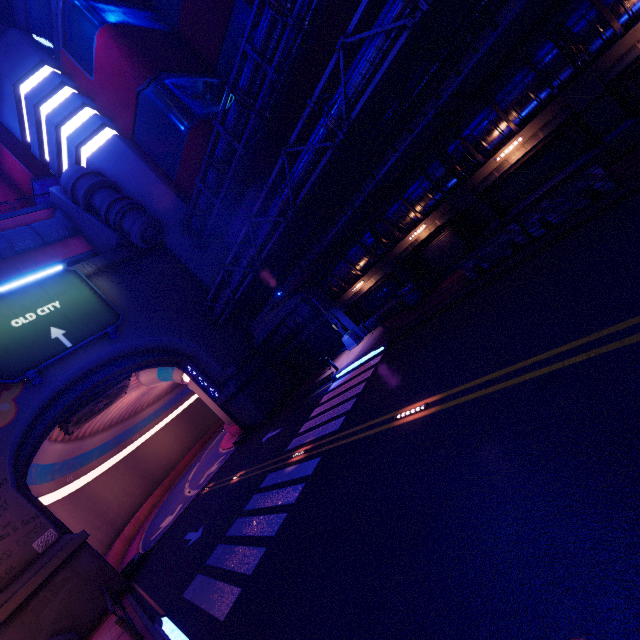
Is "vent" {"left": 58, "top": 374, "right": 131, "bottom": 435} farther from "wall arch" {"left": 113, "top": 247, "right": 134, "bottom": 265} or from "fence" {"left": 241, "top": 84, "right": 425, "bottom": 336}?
"fence" {"left": 241, "top": 84, "right": 425, "bottom": 336}

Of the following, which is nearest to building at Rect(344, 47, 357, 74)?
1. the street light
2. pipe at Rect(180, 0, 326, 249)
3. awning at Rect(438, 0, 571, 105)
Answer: pipe at Rect(180, 0, 326, 249)

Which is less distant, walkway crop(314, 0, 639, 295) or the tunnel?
walkway crop(314, 0, 639, 295)

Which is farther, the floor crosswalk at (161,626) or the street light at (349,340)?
the street light at (349,340)

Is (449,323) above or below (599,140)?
below

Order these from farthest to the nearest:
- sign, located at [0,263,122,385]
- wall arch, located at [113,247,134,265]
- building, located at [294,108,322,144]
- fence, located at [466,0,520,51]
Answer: building, located at [294,108,322,144] < wall arch, located at [113,247,134,265] < sign, located at [0,263,122,385] < fence, located at [466,0,520,51]

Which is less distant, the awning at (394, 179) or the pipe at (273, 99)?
the awning at (394, 179)

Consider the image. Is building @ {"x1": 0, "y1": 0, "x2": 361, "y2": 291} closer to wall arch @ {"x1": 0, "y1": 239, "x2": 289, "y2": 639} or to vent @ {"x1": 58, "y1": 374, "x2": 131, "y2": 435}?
wall arch @ {"x1": 0, "y1": 239, "x2": 289, "y2": 639}
